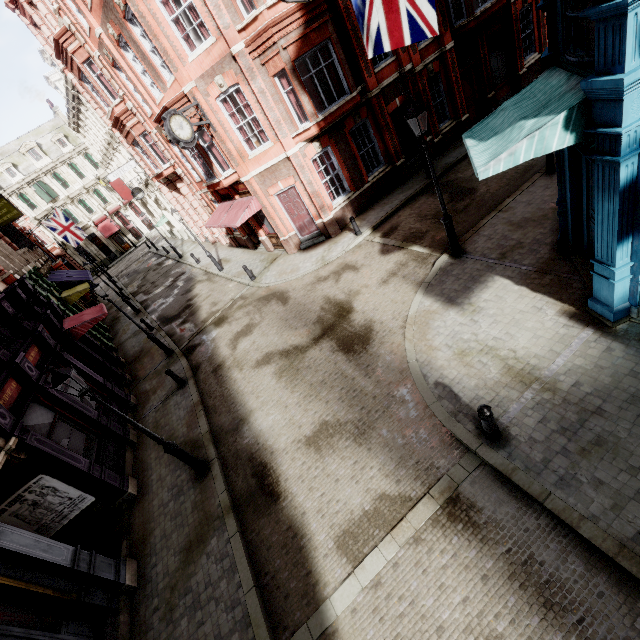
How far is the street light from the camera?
6.7m

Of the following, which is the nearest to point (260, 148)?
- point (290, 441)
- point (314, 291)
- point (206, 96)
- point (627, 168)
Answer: point (206, 96)

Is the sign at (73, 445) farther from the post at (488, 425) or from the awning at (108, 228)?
the awning at (108, 228)

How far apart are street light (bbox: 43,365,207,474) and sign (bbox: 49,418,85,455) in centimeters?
326cm

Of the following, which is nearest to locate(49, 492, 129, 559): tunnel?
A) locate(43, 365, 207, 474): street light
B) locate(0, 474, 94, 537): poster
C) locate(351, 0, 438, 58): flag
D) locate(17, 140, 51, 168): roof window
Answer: locate(0, 474, 94, 537): poster

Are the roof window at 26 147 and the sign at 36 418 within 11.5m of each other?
no

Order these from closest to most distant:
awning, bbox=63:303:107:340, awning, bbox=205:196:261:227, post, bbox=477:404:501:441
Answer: post, bbox=477:404:501:441 < awning, bbox=63:303:107:340 < awning, bbox=205:196:261:227

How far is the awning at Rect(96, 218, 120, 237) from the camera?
47.4 meters
